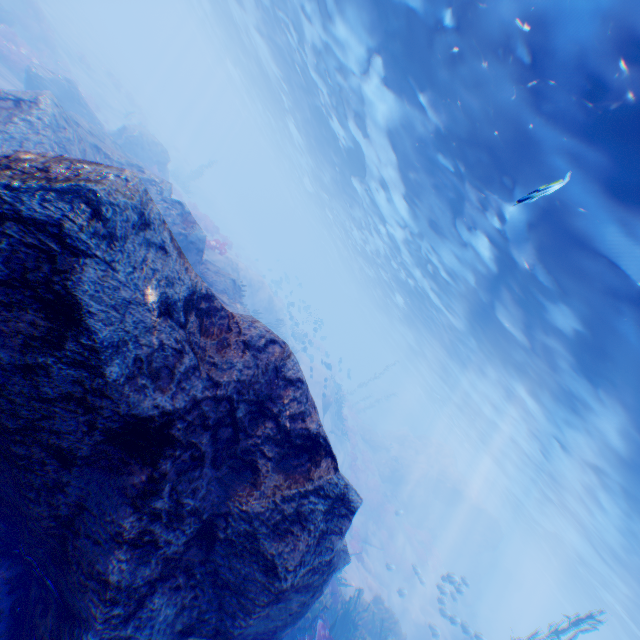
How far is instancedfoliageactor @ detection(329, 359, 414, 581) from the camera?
25.77m

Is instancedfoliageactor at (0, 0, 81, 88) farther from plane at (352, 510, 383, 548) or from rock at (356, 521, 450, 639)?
plane at (352, 510, 383, 548)

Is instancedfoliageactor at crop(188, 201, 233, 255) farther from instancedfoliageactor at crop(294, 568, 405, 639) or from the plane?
the plane

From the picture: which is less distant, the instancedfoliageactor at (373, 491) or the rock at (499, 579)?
the instancedfoliageactor at (373, 491)

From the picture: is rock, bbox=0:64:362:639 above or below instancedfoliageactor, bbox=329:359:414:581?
above

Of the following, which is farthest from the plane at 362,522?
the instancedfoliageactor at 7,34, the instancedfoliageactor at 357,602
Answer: the instancedfoliageactor at 7,34

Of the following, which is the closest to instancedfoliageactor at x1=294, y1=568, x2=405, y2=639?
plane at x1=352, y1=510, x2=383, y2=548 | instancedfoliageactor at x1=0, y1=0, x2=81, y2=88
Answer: plane at x1=352, y1=510, x2=383, y2=548

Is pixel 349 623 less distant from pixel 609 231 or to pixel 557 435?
pixel 557 435
